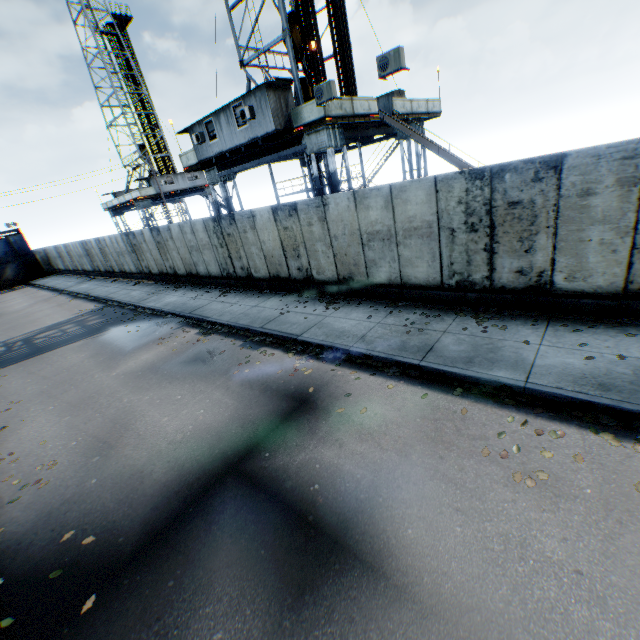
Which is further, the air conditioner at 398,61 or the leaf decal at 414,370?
the air conditioner at 398,61

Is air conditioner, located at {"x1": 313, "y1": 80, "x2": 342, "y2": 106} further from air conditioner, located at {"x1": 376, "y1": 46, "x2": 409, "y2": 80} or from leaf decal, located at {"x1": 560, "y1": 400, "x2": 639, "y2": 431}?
leaf decal, located at {"x1": 560, "y1": 400, "x2": 639, "y2": 431}

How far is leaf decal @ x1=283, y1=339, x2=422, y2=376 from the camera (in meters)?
6.97

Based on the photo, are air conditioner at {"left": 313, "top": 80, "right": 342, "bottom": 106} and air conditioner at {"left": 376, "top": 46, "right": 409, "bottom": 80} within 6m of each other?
yes

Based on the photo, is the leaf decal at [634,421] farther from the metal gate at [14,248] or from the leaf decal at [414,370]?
the metal gate at [14,248]

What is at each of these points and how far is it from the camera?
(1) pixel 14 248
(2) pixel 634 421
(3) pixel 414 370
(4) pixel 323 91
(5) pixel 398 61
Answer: (1) metal gate, 38.4m
(2) leaf decal, 4.7m
(3) leaf decal, 6.9m
(4) air conditioner, 11.9m
(5) air conditioner, 10.0m

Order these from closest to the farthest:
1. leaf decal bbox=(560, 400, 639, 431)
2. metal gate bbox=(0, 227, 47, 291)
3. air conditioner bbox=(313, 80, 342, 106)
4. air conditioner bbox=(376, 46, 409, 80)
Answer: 1. leaf decal bbox=(560, 400, 639, 431)
2. air conditioner bbox=(376, 46, 409, 80)
3. air conditioner bbox=(313, 80, 342, 106)
4. metal gate bbox=(0, 227, 47, 291)

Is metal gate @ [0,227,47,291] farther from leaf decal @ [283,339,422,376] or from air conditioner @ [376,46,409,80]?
air conditioner @ [376,46,409,80]
